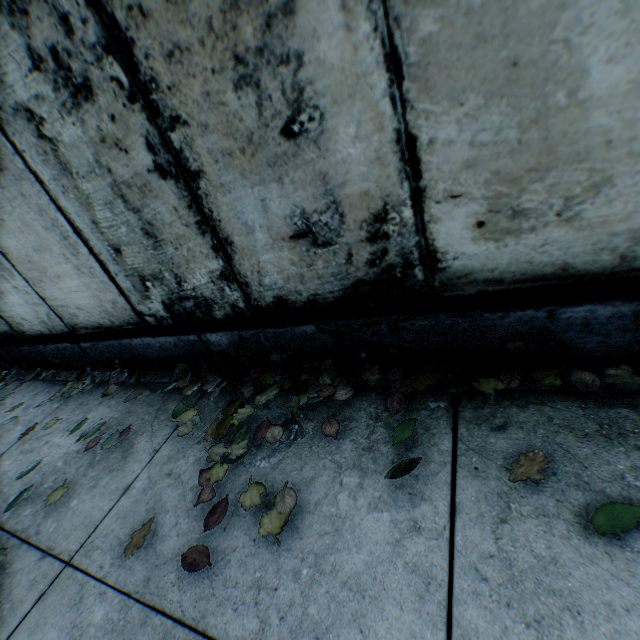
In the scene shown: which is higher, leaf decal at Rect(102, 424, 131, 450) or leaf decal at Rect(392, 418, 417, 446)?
leaf decal at Rect(102, 424, 131, 450)

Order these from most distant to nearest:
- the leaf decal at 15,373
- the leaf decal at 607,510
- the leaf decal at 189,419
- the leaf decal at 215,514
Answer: the leaf decal at 15,373 → the leaf decal at 189,419 → the leaf decal at 215,514 → the leaf decal at 607,510

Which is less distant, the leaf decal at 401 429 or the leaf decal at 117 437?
the leaf decal at 401 429

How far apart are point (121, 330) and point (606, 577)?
3.6 meters

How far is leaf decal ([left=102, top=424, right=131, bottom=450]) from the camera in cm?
241

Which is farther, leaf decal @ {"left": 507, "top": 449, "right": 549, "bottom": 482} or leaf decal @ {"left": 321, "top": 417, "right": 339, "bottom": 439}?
leaf decal @ {"left": 321, "top": 417, "right": 339, "bottom": 439}
